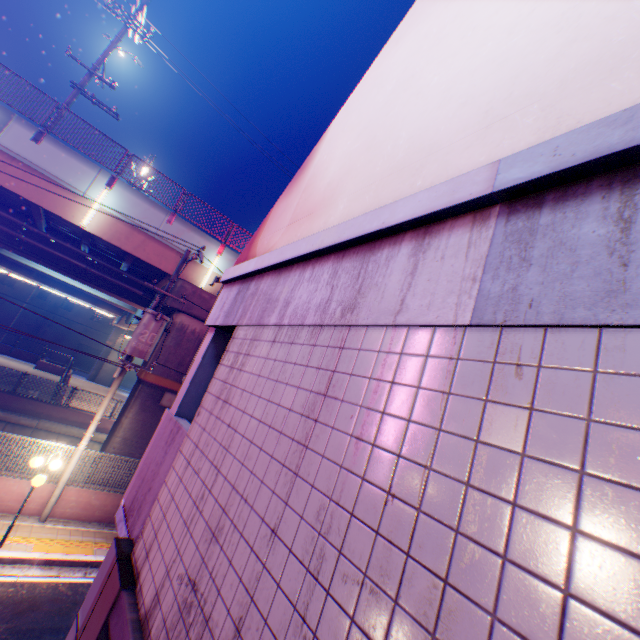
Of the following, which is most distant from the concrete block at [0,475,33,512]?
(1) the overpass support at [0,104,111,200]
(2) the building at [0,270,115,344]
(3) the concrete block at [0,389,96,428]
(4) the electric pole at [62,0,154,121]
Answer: (2) the building at [0,270,115,344]

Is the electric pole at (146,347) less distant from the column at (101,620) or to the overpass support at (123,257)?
the overpass support at (123,257)

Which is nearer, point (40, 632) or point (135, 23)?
point (40, 632)

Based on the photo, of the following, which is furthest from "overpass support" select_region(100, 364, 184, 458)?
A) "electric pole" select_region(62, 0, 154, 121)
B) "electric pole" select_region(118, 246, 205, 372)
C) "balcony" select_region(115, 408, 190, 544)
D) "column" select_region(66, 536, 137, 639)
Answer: "column" select_region(66, 536, 137, 639)

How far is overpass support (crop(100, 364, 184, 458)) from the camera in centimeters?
1273cm

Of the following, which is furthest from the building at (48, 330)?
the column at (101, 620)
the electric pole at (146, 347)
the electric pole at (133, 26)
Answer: the column at (101, 620)

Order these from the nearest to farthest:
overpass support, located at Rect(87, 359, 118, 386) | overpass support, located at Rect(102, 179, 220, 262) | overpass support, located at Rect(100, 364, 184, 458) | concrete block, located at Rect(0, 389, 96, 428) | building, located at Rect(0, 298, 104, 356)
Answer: overpass support, located at Rect(100, 364, 184, 458)
overpass support, located at Rect(102, 179, 220, 262)
concrete block, located at Rect(0, 389, 96, 428)
overpass support, located at Rect(87, 359, 118, 386)
building, located at Rect(0, 298, 104, 356)

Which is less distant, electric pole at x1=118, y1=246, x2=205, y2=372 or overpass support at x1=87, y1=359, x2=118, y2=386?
electric pole at x1=118, y1=246, x2=205, y2=372
